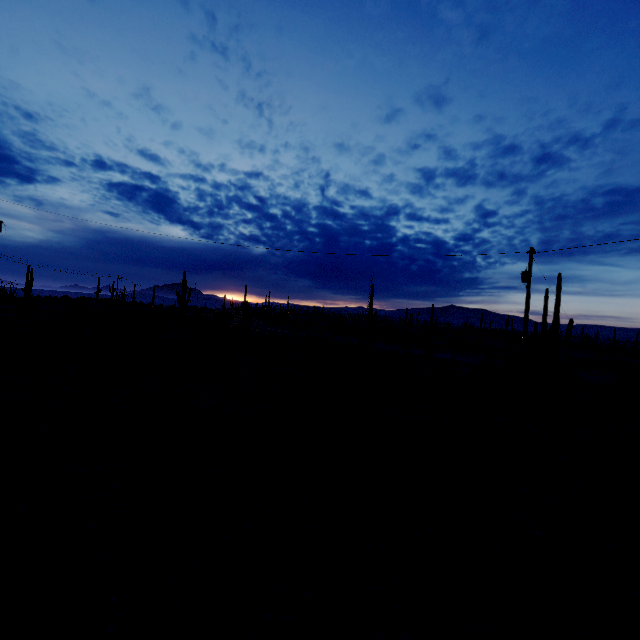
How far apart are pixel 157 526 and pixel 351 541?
3.2 meters
